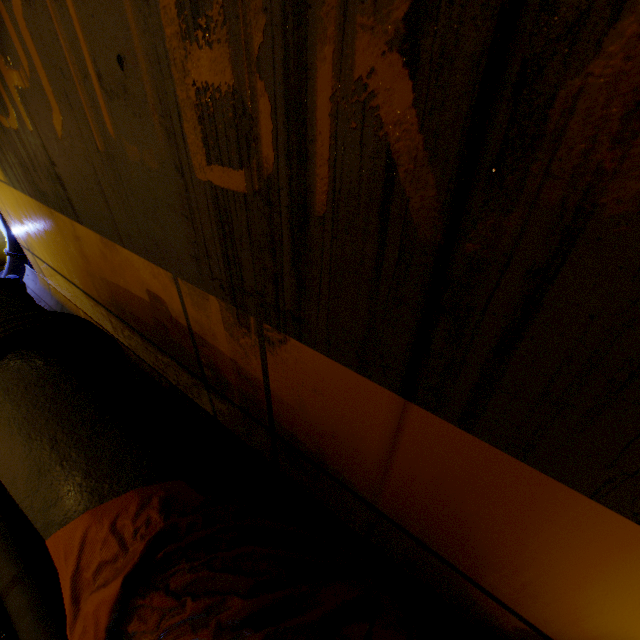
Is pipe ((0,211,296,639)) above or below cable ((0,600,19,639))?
above

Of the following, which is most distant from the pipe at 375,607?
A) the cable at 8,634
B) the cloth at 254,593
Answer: the cable at 8,634

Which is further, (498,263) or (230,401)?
(230,401)

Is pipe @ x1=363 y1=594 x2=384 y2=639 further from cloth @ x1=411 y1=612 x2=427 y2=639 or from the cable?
the cable

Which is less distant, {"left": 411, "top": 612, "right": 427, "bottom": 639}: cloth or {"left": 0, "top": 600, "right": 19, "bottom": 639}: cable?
{"left": 411, "top": 612, "right": 427, "bottom": 639}: cloth

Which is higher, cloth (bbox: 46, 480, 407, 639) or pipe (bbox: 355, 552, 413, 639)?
cloth (bbox: 46, 480, 407, 639)

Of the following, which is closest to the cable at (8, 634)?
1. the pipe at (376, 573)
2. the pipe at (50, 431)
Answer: the pipe at (50, 431)
